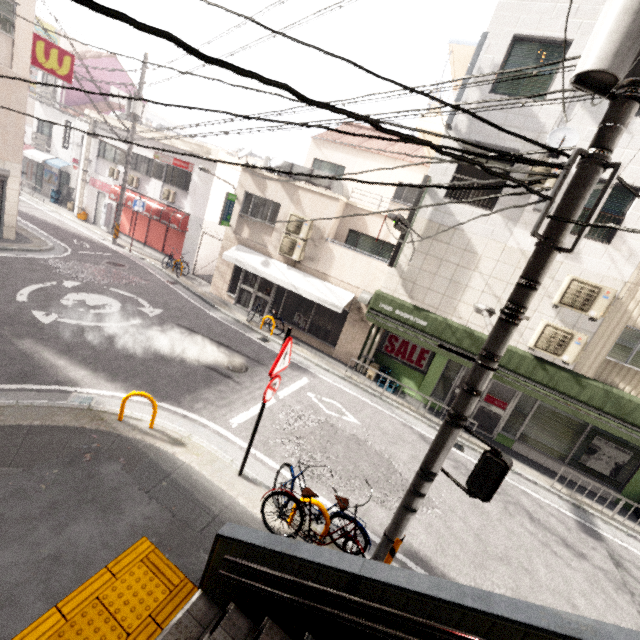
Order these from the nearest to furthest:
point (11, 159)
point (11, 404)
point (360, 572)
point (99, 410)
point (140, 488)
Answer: point (360, 572) < point (140, 488) < point (11, 404) < point (99, 410) < point (11, 159)

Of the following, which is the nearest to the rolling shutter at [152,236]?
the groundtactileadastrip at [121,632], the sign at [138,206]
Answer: the sign at [138,206]

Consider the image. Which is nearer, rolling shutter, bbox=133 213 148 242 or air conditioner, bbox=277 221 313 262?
air conditioner, bbox=277 221 313 262

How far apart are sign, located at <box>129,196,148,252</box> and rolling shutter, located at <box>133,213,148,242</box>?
1.22m

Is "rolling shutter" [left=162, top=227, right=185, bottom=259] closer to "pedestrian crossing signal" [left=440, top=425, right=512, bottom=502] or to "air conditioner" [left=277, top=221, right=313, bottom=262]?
"air conditioner" [left=277, top=221, right=313, bottom=262]

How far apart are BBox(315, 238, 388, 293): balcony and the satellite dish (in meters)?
5.15

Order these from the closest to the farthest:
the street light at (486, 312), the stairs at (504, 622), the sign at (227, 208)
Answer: the stairs at (504, 622) < the street light at (486, 312) < the sign at (227, 208)

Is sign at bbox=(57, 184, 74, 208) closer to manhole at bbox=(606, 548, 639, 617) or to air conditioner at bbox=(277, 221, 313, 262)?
air conditioner at bbox=(277, 221, 313, 262)
